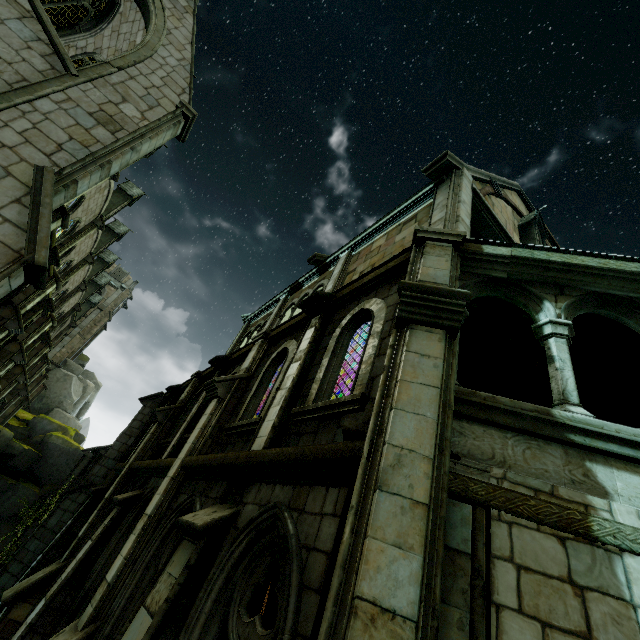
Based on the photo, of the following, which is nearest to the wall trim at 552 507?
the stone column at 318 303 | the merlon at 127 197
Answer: the stone column at 318 303

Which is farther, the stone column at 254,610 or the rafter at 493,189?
the rafter at 493,189

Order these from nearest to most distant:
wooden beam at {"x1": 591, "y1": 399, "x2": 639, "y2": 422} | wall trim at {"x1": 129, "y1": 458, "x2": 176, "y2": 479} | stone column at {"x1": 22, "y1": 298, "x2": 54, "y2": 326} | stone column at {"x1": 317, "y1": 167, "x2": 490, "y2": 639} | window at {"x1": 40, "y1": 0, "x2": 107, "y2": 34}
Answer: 1. stone column at {"x1": 317, "y1": 167, "x2": 490, "y2": 639}
2. wall trim at {"x1": 129, "y1": 458, "x2": 176, "y2": 479}
3. wooden beam at {"x1": 591, "y1": 399, "x2": 639, "y2": 422}
4. window at {"x1": 40, "y1": 0, "x2": 107, "y2": 34}
5. stone column at {"x1": 22, "y1": 298, "x2": 54, "y2": 326}

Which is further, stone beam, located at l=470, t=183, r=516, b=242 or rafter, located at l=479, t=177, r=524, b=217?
rafter, located at l=479, t=177, r=524, b=217

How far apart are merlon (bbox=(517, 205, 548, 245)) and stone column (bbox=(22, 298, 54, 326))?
23.3 meters

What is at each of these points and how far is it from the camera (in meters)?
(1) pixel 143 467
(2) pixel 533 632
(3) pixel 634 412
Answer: (1) wall trim, 8.47
(2) window, 2.14
(3) wooden beam, 7.70

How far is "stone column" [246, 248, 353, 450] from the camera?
4.96m

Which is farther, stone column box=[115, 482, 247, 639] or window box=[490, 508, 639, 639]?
stone column box=[115, 482, 247, 639]
